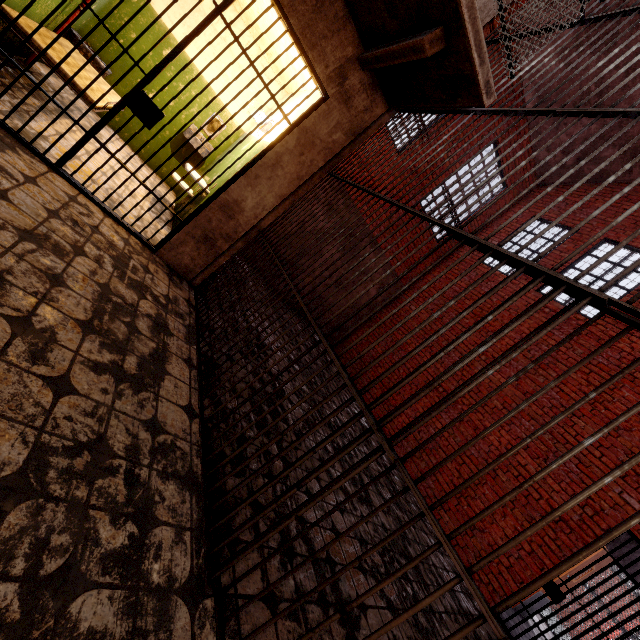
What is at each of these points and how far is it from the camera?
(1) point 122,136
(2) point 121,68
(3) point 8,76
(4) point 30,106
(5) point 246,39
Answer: (1) building, 5.6m
(2) building, 5.2m
(3) building, 3.3m
(4) building, 3.3m
(5) building, 5.5m

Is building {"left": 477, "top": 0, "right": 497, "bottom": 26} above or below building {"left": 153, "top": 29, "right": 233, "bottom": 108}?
above

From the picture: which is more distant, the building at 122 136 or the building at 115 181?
the building at 122 136

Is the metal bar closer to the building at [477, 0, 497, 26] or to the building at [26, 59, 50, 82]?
the building at [26, 59, 50, 82]

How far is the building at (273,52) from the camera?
4.6 meters

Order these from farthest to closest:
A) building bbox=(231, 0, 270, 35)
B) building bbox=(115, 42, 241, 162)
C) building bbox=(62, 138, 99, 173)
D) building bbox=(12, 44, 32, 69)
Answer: building bbox=(115, 42, 241, 162), building bbox=(231, 0, 270, 35), building bbox=(12, 44, 32, 69), building bbox=(62, 138, 99, 173)

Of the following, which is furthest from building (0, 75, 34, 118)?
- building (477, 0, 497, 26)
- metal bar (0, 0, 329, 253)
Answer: building (477, 0, 497, 26)
